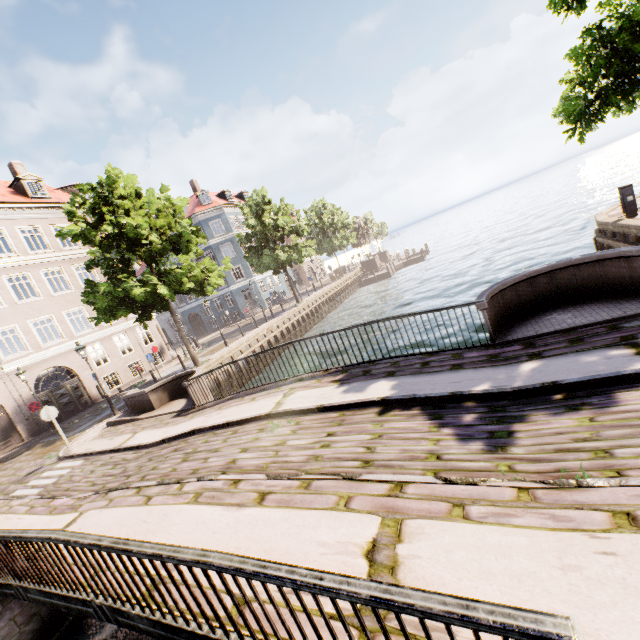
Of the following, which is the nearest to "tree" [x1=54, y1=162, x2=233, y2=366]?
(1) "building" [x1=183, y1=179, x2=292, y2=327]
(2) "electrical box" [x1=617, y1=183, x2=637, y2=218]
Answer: (2) "electrical box" [x1=617, y1=183, x2=637, y2=218]

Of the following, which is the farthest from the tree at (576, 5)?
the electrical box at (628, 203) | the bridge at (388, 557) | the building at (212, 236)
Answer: the building at (212, 236)

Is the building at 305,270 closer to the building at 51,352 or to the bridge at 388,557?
the bridge at 388,557

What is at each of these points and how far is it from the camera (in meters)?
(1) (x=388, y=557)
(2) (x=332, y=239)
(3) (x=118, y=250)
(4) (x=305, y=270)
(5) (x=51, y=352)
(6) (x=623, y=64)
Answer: (1) bridge, 3.13
(2) tree, 39.62
(3) tree, 15.68
(4) building, 51.62
(5) building, 20.52
(6) tree, 6.94

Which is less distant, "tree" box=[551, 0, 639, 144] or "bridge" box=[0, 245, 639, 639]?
"bridge" box=[0, 245, 639, 639]

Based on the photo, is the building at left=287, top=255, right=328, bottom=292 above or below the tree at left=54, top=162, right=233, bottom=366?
below

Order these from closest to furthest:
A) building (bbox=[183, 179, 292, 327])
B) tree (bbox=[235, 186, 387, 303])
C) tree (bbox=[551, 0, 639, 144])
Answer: tree (bbox=[551, 0, 639, 144]), tree (bbox=[235, 186, 387, 303]), building (bbox=[183, 179, 292, 327])

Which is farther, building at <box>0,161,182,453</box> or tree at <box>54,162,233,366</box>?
building at <box>0,161,182,453</box>
